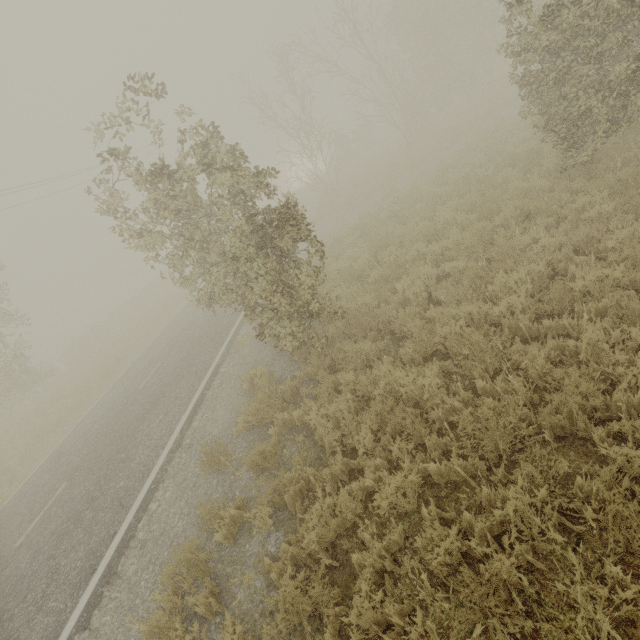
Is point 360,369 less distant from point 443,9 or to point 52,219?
point 443,9
